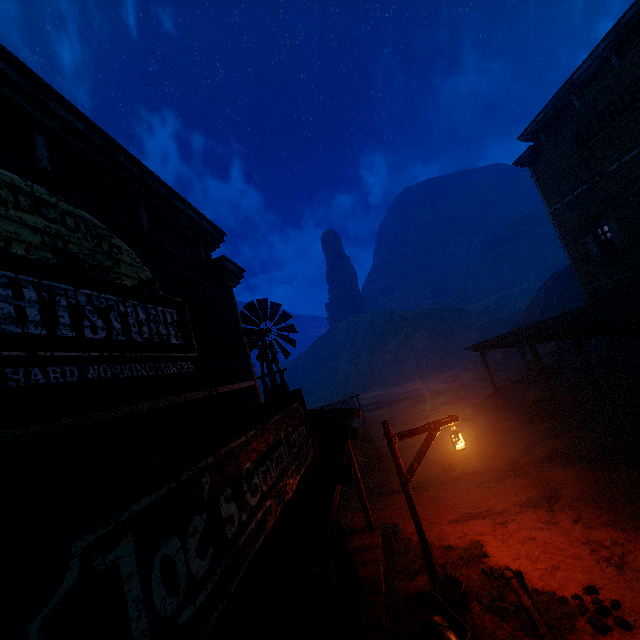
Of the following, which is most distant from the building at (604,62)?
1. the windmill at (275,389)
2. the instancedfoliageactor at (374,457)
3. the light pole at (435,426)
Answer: the instancedfoliageactor at (374,457)

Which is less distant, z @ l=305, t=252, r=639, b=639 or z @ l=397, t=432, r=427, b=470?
z @ l=305, t=252, r=639, b=639

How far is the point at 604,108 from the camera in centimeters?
1188cm

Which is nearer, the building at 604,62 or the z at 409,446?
the building at 604,62

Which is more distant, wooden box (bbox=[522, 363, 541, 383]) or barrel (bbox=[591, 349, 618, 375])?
wooden box (bbox=[522, 363, 541, 383])

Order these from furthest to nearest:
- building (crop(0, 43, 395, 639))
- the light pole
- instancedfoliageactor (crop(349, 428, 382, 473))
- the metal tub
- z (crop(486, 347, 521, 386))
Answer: z (crop(486, 347, 521, 386)) → instancedfoliageactor (crop(349, 428, 382, 473)) → the light pole → the metal tub → building (crop(0, 43, 395, 639))

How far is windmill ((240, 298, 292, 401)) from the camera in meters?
12.6

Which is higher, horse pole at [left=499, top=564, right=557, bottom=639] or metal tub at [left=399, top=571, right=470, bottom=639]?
horse pole at [left=499, top=564, right=557, bottom=639]
